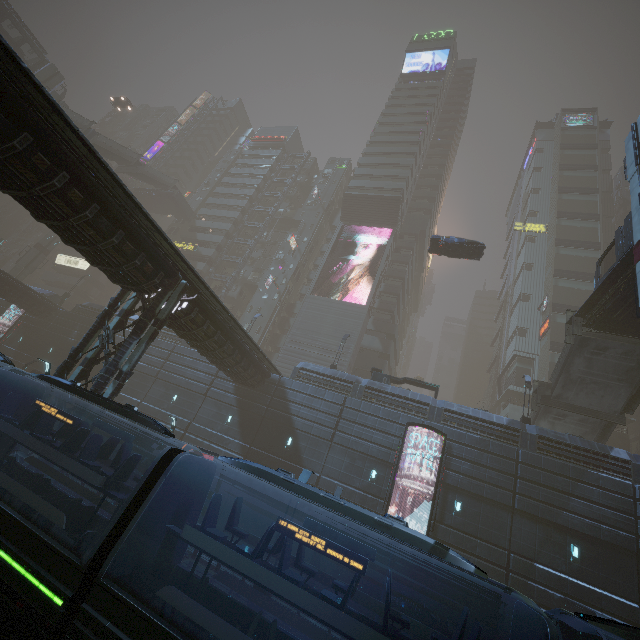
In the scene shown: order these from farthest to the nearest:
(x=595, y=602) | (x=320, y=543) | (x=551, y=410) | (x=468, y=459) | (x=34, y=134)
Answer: (x=551, y=410) → (x=468, y=459) → (x=595, y=602) → (x=34, y=134) → (x=320, y=543)

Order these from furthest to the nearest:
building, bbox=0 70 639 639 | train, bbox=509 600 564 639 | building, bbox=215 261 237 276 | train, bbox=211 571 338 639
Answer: building, bbox=215 261 237 276
building, bbox=0 70 639 639
train, bbox=211 571 338 639
train, bbox=509 600 564 639

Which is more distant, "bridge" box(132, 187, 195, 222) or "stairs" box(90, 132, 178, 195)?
"bridge" box(132, 187, 195, 222)

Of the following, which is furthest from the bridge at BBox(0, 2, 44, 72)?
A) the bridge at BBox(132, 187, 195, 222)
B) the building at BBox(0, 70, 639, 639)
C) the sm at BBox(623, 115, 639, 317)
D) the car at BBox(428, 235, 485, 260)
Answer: the sm at BBox(623, 115, 639, 317)

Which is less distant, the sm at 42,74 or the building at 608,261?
the sm at 42,74

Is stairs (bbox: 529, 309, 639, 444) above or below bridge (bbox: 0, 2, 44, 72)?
below

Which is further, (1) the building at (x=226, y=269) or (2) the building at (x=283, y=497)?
(1) the building at (x=226, y=269)

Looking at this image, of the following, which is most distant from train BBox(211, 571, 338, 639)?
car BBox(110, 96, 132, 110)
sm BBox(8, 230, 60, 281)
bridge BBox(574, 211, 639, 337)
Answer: sm BBox(8, 230, 60, 281)
